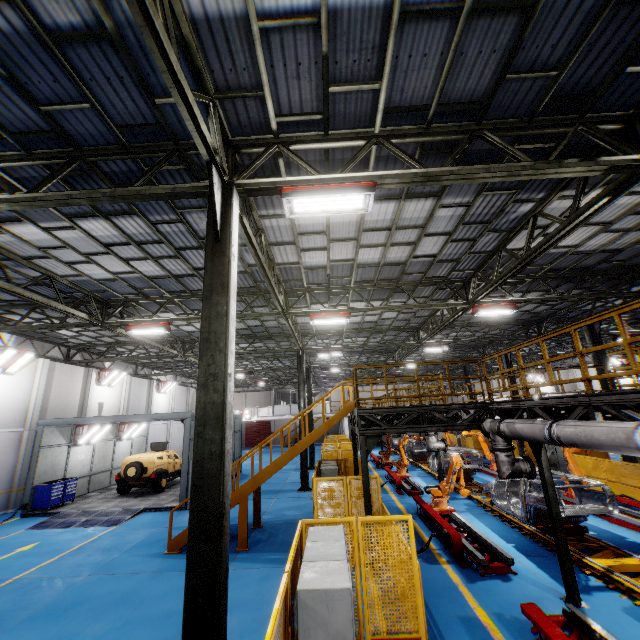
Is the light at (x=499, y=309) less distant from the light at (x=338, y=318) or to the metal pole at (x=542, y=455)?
the light at (x=338, y=318)

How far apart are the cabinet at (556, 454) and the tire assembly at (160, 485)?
23.5m

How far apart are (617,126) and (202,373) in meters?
8.7

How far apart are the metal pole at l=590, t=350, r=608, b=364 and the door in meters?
39.9

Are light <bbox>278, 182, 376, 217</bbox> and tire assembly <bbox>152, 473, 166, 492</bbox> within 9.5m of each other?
no

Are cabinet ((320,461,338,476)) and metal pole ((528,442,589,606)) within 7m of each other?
yes

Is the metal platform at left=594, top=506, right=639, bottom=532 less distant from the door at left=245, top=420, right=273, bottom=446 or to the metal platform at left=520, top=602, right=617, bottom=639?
the metal platform at left=520, top=602, right=617, bottom=639

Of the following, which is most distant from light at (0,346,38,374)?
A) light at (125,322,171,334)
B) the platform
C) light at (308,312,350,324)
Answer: the platform
